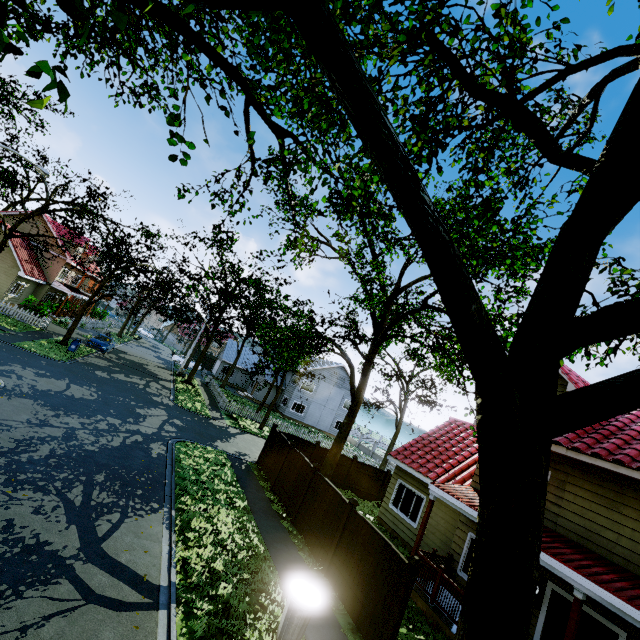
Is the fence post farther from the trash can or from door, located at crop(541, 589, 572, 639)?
door, located at crop(541, 589, 572, 639)

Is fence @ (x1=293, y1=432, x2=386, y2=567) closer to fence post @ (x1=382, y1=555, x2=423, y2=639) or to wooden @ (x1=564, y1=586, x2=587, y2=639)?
fence post @ (x1=382, y1=555, x2=423, y2=639)

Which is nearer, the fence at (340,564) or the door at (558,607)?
the fence at (340,564)

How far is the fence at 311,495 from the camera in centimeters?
1026cm

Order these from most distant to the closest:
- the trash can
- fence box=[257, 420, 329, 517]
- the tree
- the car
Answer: the car, fence box=[257, 420, 329, 517], the trash can, the tree

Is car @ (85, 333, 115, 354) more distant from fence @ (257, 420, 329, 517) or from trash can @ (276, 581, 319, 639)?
trash can @ (276, 581, 319, 639)

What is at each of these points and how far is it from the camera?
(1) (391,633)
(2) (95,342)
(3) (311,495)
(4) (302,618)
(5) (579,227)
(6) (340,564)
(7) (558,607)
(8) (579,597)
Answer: (1) fence post, 7.05m
(2) car, 28.19m
(3) fence, 11.95m
(4) trash can, 6.36m
(5) tree, 3.45m
(6) fence, 9.24m
(7) door, 8.72m
(8) wooden, 7.14m

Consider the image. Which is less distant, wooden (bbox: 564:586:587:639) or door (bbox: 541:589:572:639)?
wooden (bbox: 564:586:587:639)
